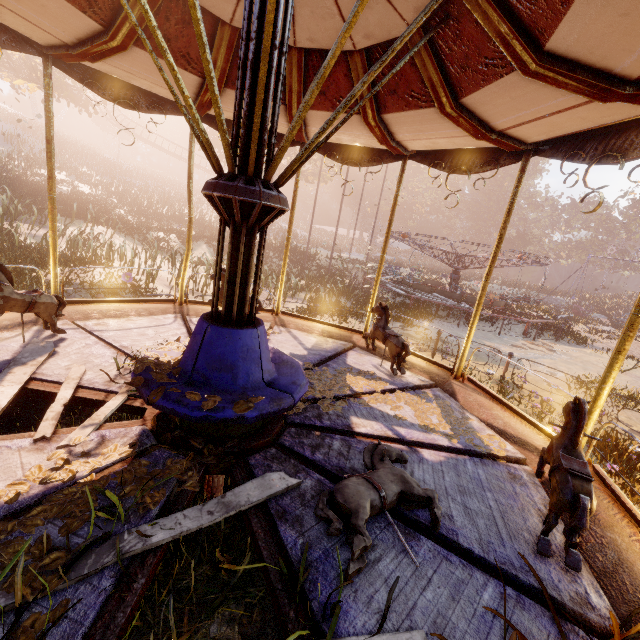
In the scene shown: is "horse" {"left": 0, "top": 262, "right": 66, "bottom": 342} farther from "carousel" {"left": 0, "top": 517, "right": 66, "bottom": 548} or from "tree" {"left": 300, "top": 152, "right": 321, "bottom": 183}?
"tree" {"left": 300, "top": 152, "right": 321, "bottom": 183}

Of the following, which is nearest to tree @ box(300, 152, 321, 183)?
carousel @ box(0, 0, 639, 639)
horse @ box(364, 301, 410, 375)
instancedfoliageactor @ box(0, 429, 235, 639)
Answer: carousel @ box(0, 0, 639, 639)

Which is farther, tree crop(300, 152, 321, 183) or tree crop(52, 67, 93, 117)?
tree crop(300, 152, 321, 183)

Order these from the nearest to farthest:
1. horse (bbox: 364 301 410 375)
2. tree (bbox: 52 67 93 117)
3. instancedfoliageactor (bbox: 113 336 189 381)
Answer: instancedfoliageactor (bbox: 113 336 189 381) < horse (bbox: 364 301 410 375) < tree (bbox: 52 67 93 117)

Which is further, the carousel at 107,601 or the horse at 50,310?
the horse at 50,310

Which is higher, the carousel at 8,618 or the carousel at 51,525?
the carousel at 51,525

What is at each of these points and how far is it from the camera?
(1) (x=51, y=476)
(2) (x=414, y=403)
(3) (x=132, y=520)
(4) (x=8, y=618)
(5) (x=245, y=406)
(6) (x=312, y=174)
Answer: (1) instancedfoliageactor, 2.2 meters
(2) instancedfoliageactor, 4.2 meters
(3) carousel, 2.0 meters
(4) carousel, 1.5 meters
(5) instancedfoliageactor, 2.5 meters
(6) tree, 37.7 meters

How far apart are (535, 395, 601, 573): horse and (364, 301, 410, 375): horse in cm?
216
